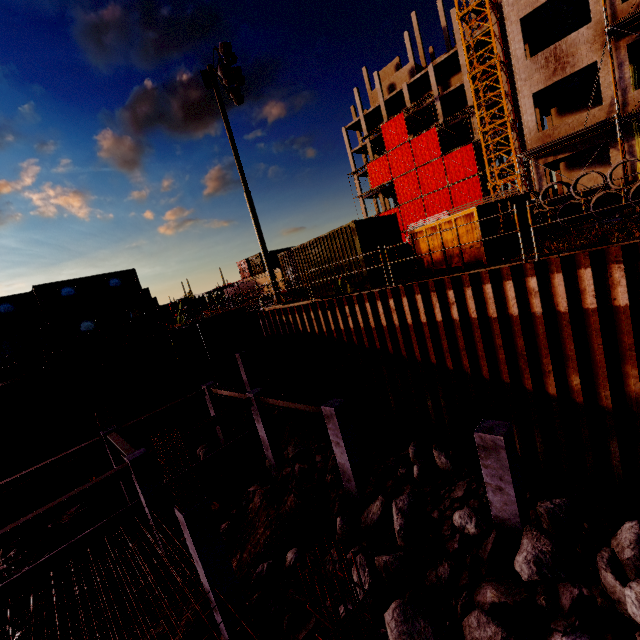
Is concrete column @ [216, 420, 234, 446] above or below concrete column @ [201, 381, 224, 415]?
below

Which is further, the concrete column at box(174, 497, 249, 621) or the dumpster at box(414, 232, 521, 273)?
the dumpster at box(414, 232, 521, 273)

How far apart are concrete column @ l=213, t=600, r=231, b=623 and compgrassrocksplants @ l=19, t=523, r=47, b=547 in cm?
1106

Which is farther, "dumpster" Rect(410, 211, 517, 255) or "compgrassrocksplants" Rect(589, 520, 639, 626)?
"dumpster" Rect(410, 211, 517, 255)

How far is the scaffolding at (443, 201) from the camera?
41.28m

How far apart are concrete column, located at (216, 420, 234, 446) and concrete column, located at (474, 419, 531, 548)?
14.3m

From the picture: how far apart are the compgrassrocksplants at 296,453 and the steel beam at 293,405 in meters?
2.2

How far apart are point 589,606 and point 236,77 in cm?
2127
